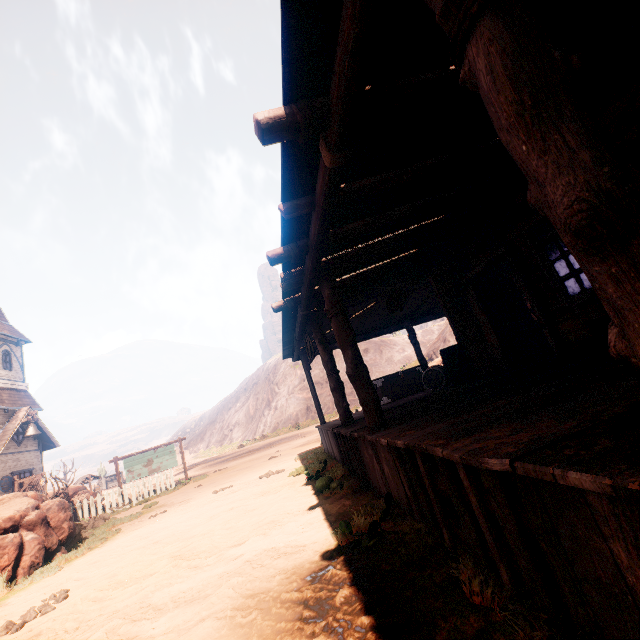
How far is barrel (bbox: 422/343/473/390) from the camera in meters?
8.3 m

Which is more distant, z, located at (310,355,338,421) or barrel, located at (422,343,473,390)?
z, located at (310,355,338,421)

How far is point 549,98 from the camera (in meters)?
1.18

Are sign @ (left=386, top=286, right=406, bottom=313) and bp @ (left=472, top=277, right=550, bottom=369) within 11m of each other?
yes

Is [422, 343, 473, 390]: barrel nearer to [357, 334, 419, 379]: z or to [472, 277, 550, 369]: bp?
[472, 277, 550, 369]: bp

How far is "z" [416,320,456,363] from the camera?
25.5m

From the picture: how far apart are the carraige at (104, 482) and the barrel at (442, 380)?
54.75m

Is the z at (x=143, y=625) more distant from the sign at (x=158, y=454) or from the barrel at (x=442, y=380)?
the barrel at (x=442, y=380)
